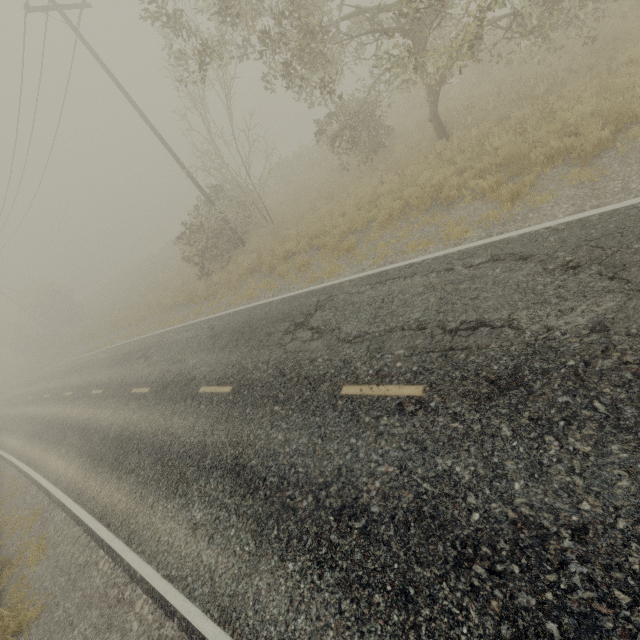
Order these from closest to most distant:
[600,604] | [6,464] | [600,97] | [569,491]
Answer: [600,604], [569,491], [600,97], [6,464]
